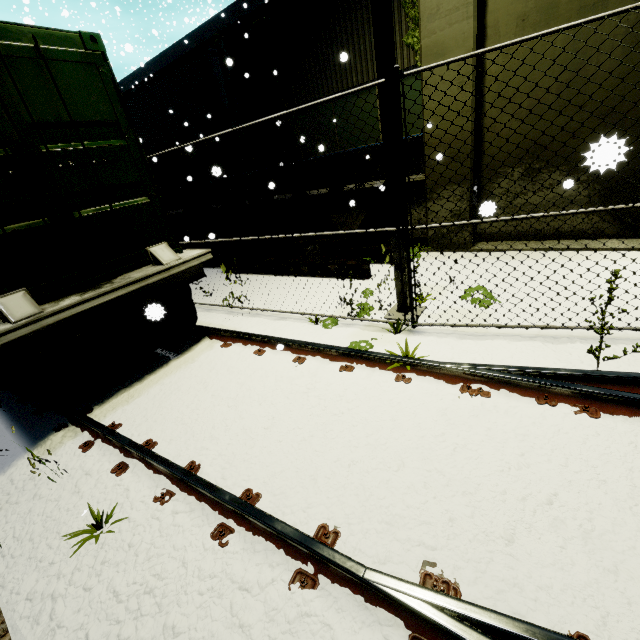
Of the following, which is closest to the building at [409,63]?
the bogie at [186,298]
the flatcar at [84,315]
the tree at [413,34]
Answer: the tree at [413,34]

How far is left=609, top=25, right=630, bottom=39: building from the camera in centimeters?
498cm

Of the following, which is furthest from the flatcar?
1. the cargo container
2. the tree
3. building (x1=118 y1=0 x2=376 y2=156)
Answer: the tree

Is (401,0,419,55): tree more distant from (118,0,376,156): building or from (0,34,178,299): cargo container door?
(0,34,178,299): cargo container door

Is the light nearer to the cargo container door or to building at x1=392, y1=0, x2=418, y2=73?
the cargo container door

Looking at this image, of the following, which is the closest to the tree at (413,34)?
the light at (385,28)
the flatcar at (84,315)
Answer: the light at (385,28)

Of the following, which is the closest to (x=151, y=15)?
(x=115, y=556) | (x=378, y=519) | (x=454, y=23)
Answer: (x=454, y=23)

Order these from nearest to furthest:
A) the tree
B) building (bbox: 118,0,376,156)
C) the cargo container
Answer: the cargo container
the tree
building (bbox: 118,0,376,156)
